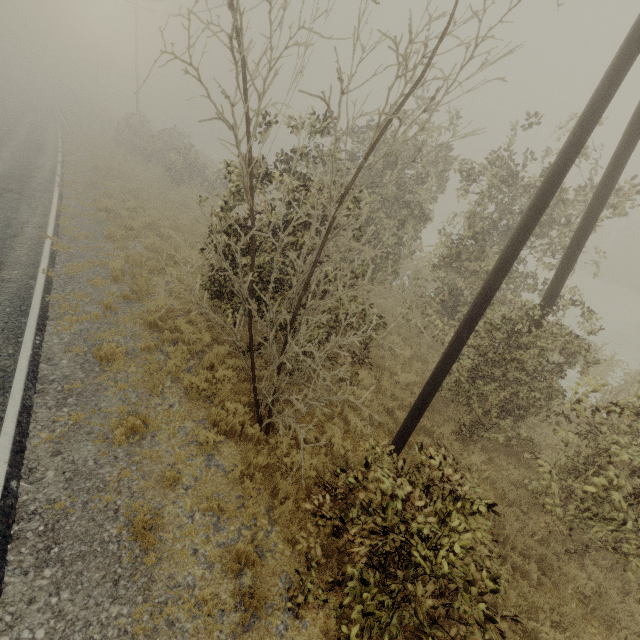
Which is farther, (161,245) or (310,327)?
(161,245)

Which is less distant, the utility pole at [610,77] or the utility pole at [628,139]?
the utility pole at [610,77]

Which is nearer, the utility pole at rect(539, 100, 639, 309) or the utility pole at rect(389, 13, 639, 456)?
the utility pole at rect(389, 13, 639, 456)
